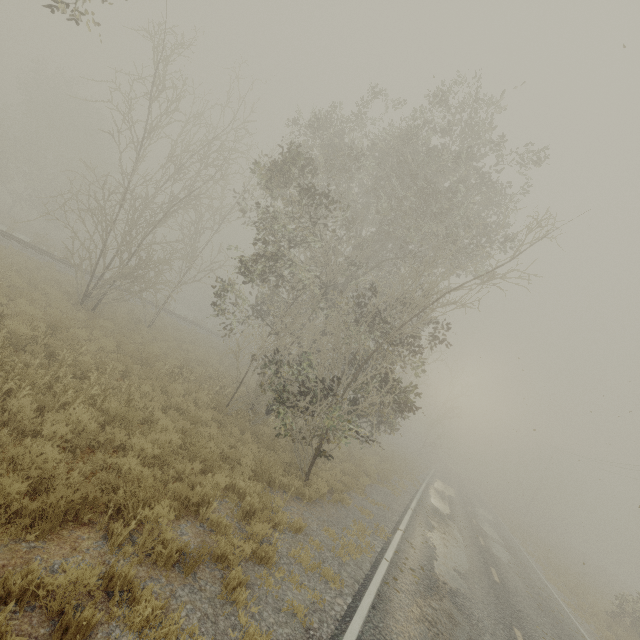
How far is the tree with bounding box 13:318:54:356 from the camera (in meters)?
8.49

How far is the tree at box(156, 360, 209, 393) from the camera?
11.5m

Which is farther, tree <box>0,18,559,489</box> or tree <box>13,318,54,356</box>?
tree <box>0,18,559,489</box>

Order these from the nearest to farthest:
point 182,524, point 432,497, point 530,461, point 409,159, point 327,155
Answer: point 182,524 → point 327,155 → point 409,159 → point 432,497 → point 530,461

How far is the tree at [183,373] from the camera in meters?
11.5 m

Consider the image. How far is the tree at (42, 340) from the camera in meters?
8.5 m
